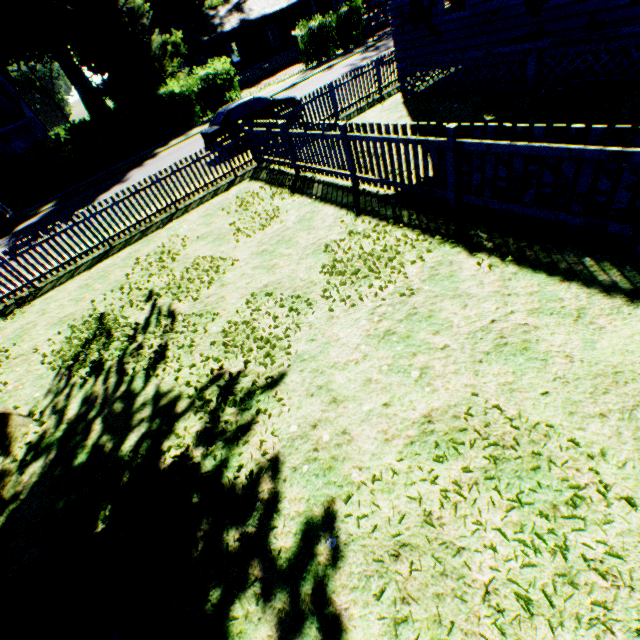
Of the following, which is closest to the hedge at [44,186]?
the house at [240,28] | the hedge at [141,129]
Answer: the hedge at [141,129]

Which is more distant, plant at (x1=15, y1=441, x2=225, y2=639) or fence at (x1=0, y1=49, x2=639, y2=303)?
fence at (x1=0, y1=49, x2=639, y2=303)

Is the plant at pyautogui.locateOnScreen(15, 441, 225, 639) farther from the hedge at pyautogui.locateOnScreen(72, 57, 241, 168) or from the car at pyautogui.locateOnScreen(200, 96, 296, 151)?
the car at pyautogui.locateOnScreen(200, 96, 296, 151)

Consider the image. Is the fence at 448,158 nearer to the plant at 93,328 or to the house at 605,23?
the plant at 93,328

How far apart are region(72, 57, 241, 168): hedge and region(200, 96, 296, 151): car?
11.1m

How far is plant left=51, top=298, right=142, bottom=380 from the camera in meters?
6.2 m

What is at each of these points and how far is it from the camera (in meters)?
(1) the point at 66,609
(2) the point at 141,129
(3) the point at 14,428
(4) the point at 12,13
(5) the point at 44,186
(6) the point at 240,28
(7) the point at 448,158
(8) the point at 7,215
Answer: (1) plant, 3.23
(2) hedge, 22.45
(3) plant, 5.25
(4) plant, 38.41
(5) hedge, 21.97
(6) house, 32.81
(7) fence, 5.51
(8) car, 17.28

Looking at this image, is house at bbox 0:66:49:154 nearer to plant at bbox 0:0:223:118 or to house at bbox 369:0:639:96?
plant at bbox 0:0:223:118
